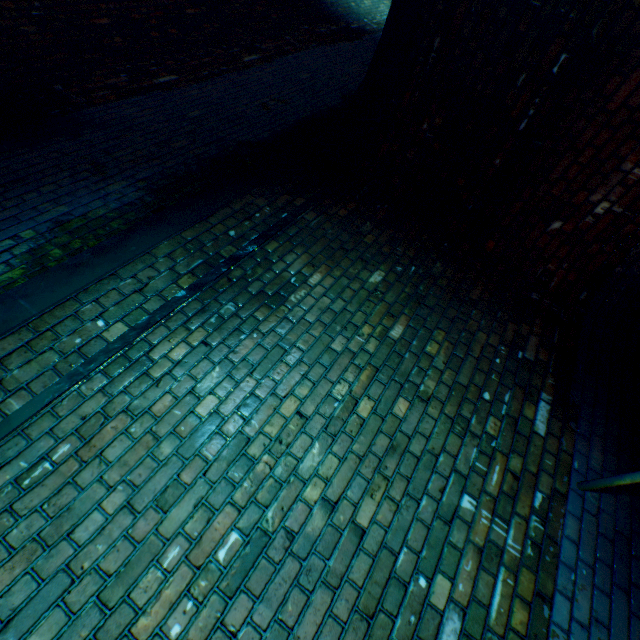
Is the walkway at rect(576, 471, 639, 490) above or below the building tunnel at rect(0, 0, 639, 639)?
below

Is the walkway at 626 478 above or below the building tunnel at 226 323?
below

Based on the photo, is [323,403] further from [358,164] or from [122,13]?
[122,13]
